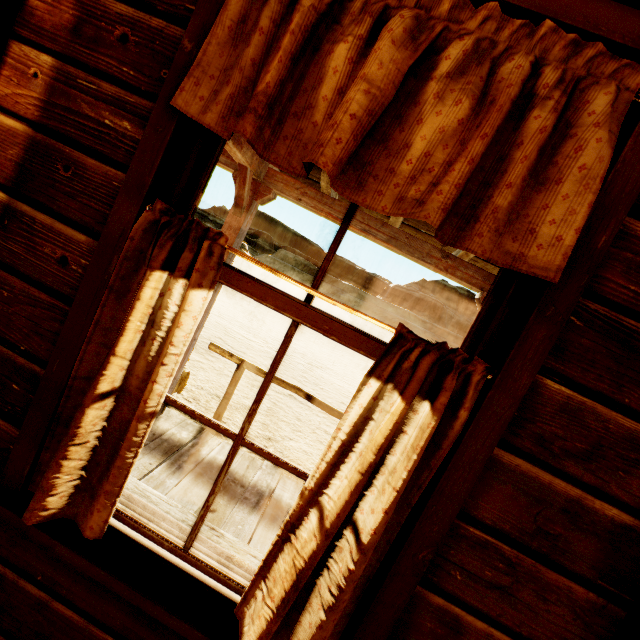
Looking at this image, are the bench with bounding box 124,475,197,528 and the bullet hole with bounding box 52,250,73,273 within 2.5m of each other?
yes

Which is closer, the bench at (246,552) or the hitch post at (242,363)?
the bench at (246,552)

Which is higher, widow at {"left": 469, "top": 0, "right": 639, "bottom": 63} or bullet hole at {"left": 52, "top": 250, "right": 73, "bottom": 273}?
widow at {"left": 469, "top": 0, "right": 639, "bottom": 63}

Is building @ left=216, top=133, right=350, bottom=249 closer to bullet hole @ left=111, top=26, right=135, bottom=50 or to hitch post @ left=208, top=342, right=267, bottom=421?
bullet hole @ left=111, top=26, right=135, bottom=50

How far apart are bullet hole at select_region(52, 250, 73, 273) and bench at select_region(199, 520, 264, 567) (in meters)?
1.24

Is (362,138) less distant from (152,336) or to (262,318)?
(152,336)

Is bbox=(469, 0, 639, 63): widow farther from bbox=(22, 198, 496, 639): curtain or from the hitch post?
the hitch post

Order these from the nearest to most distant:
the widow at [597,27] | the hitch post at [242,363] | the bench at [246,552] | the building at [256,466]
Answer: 1. the widow at [597,27]
2. the bench at [246,552]
3. the building at [256,466]
4. the hitch post at [242,363]
